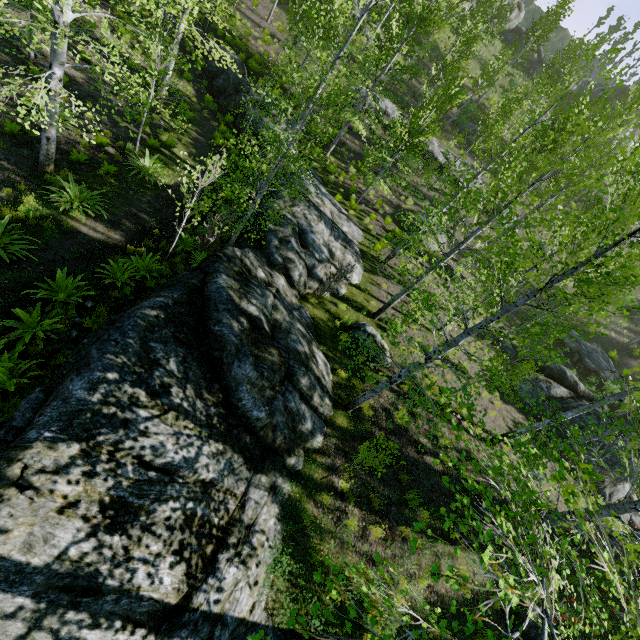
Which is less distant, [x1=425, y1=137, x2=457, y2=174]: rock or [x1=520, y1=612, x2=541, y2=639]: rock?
[x1=520, y1=612, x2=541, y2=639]: rock

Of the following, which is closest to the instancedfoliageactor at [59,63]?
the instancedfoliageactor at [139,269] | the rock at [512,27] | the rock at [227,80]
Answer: the rock at [227,80]

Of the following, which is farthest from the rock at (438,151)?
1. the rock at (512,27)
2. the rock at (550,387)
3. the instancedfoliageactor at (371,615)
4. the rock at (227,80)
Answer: the instancedfoliageactor at (371,615)

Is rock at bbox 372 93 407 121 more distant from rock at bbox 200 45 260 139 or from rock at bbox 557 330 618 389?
rock at bbox 557 330 618 389

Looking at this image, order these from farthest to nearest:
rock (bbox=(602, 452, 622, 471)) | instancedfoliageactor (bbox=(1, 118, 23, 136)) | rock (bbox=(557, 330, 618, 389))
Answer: rock (bbox=(557, 330, 618, 389)) < rock (bbox=(602, 452, 622, 471)) < instancedfoliageactor (bbox=(1, 118, 23, 136))

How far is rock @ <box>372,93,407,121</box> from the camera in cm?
2520

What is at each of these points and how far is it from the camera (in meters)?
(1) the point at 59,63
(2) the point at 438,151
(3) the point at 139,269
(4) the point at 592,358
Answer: (1) instancedfoliageactor, 7.98
(2) rock, 26.58
(3) instancedfoliageactor, 8.70
(4) rock, 23.36

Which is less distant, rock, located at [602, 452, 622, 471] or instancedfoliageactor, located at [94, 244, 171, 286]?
instancedfoliageactor, located at [94, 244, 171, 286]
